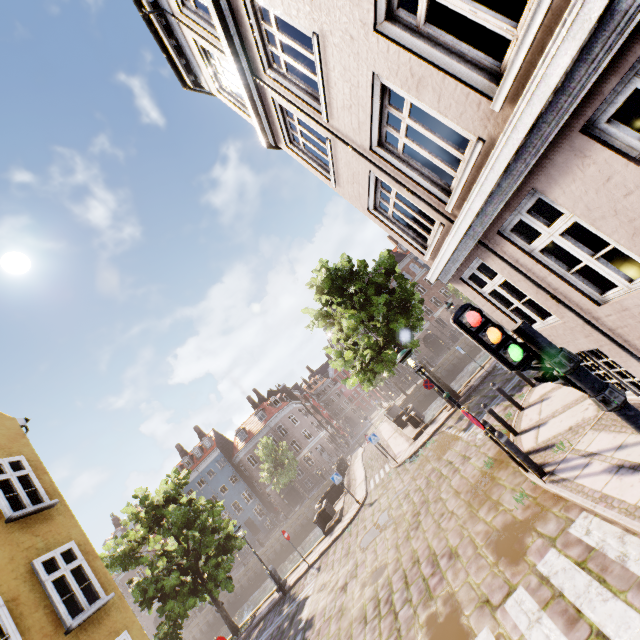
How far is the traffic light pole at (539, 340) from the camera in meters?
2.9

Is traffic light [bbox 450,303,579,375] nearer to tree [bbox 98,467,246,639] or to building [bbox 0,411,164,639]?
building [bbox 0,411,164,639]

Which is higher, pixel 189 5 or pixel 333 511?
pixel 189 5

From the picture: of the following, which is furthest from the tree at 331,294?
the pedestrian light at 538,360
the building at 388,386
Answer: the pedestrian light at 538,360

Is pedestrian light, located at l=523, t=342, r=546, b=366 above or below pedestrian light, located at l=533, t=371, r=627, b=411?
above

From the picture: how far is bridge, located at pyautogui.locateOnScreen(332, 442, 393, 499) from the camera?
18.5 meters

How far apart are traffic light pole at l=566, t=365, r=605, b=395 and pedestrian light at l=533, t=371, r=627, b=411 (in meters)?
0.01

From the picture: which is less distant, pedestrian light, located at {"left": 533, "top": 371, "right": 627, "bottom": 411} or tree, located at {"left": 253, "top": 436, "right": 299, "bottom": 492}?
pedestrian light, located at {"left": 533, "top": 371, "right": 627, "bottom": 411}
